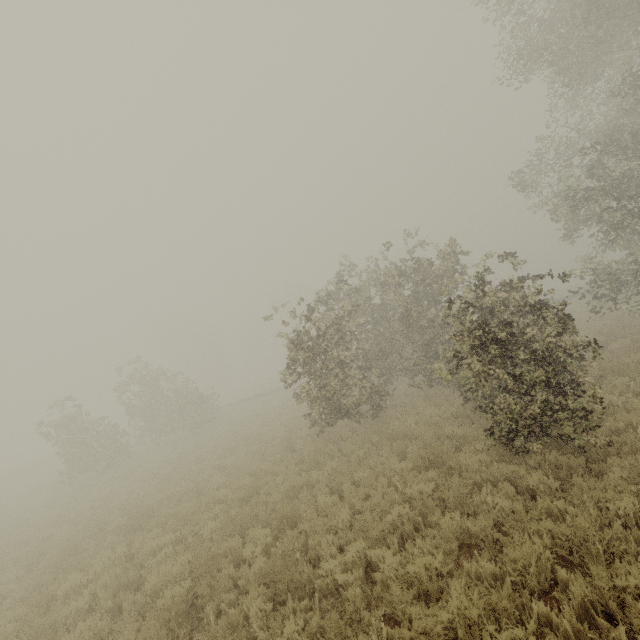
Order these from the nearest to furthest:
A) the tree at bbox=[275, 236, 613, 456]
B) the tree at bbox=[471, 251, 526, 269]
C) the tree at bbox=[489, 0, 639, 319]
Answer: the tree at bbox=[275, 236, 613, 456], the tree at bbox=[471, 251, 526, 269], the tree at bbox=[489, 0, 639, 319]

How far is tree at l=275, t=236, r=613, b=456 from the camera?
6.4 meters

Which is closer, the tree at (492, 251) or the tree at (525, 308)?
the tree at (525, 308)

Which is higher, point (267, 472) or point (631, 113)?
point (631, 113)

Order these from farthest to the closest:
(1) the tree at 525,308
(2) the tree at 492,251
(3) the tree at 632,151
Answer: (3) the tree at 632,151 → (2) the tree at 492,251 → (1) the tree at 525,308

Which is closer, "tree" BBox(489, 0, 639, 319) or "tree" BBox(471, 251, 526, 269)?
"tree" BBox(471, 251, 526, 269)
